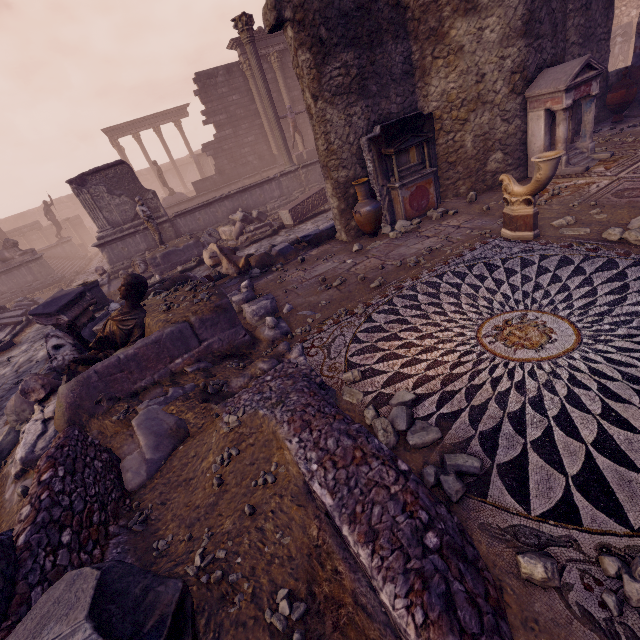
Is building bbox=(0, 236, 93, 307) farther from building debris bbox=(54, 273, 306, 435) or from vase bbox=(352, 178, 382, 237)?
vase bbox=(352, 178, 382, 237)

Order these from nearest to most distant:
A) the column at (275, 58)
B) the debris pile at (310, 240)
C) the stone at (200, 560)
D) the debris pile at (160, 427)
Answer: the stone at (200, 560)
the debris pile at (160, 427)
the debris pile at (310, 240)
the column at (275, 58)

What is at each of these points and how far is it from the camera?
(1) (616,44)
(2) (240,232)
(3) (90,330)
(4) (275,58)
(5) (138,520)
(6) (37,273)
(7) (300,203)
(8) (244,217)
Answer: (1) sculpture, 17.39m
(2) debris pile, 11.98m
(3) debris pile, 6.93m
(4) column, 18.59m
(5) stone, 2.91m
(6) building, 16.00m
(7) sarcophagus, 12.28m
(8) building debris, 12.89m

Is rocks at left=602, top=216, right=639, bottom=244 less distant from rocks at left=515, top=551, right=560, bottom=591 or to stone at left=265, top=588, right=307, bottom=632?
rocks at left=515, top=551, right=560, bottom=591

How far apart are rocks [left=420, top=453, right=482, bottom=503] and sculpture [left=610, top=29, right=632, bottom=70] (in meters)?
25.41

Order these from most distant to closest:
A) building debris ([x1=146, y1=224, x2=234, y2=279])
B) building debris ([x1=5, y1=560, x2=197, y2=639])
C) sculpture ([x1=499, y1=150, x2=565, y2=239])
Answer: building debris ([x1=146, y1=224, x2=234, y2=279]) → sculpture ([x1=499, y1=150, x2=565, y2=239]) → building debris ([x1=5, y1=560, x2=197, y2=639])

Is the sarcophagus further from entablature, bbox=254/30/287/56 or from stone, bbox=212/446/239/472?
entablature, bbox=254/30/287/56

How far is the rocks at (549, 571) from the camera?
1.73m
